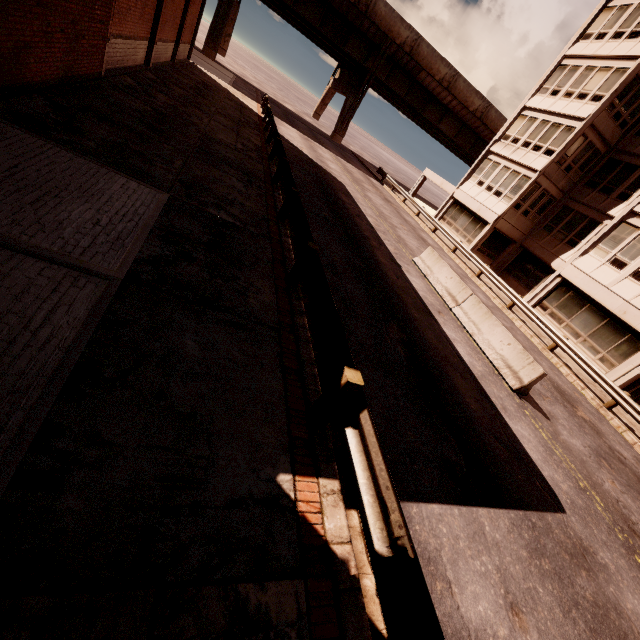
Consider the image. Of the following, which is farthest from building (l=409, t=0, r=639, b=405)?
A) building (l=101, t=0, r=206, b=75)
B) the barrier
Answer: building (l=101, t=0, r=206, b=75)

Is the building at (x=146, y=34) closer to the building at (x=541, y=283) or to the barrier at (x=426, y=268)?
the barrier at (x=426, y=268)

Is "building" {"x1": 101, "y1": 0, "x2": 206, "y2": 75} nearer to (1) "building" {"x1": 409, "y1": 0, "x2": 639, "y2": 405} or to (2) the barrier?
(2) the barrier

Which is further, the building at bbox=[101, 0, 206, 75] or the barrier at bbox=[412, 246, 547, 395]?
the building at bbox=[101, 0, 206, 75]

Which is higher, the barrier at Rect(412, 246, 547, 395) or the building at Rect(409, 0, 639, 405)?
the building at Rect(409, 0, 639, 405)

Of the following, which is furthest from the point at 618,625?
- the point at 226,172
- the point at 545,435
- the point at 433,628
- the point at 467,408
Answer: the point at 226,172

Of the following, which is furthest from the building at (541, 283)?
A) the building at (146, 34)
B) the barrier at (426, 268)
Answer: the building at (146, 34)
